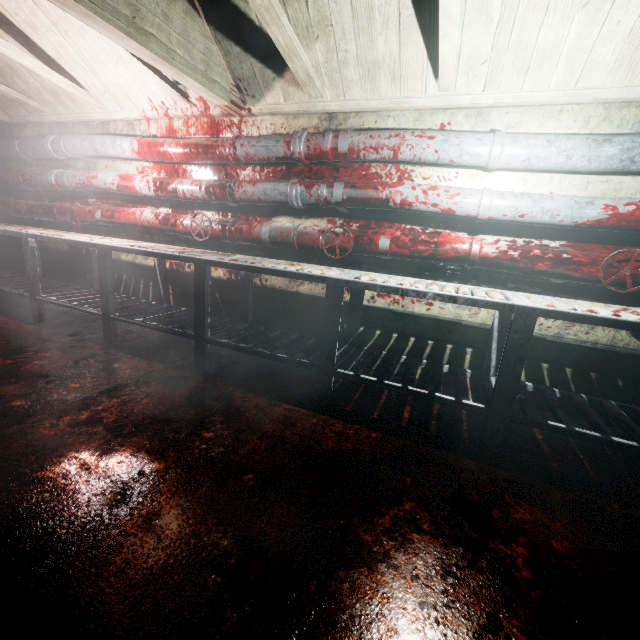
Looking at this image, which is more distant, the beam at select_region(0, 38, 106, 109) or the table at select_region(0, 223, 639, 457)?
the beam at select_region(0, 38, 106, 109)

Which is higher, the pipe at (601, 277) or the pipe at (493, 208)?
the pipe at (493, 208)

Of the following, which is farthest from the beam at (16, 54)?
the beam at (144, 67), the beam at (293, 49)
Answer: the beam at (293, 49)

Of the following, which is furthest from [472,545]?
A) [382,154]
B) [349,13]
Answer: [349,13]

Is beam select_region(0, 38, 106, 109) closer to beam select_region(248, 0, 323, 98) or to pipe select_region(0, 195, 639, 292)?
pipe select_region(0, 195, 639, 292)

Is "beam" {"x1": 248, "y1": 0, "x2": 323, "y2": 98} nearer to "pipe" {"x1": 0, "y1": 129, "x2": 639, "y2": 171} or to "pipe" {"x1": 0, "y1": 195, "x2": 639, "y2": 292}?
"pipe" {"x1": 0, "y1": 129, "x2": 639, "y2": 171}

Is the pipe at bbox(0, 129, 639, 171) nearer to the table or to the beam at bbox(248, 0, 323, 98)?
the beam at bbox(248, 0, 323, 98)
